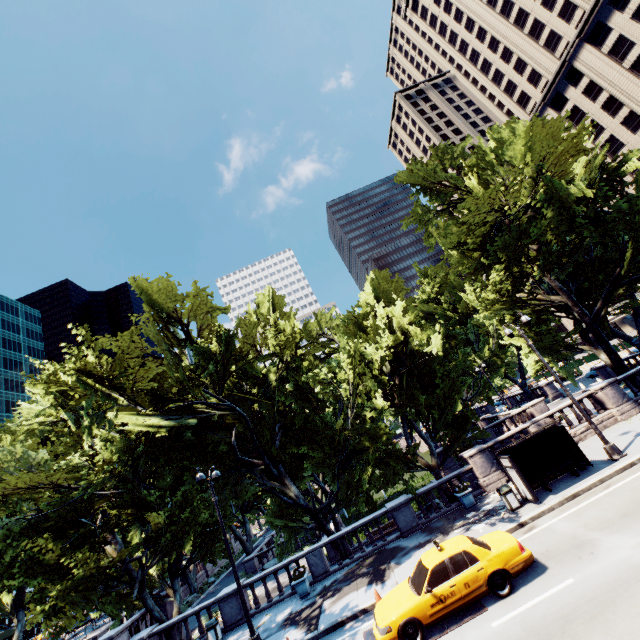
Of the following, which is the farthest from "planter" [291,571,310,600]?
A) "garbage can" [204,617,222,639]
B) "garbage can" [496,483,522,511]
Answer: "garbage can" [496,483,522,511]

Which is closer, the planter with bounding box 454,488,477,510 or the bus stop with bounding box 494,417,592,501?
the bus stop with bounding box 494,417,592,501

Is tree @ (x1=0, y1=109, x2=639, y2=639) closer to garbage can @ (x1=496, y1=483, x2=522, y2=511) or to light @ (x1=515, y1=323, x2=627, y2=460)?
light @ (x1=515, y1=323, x2=627, y2=460)

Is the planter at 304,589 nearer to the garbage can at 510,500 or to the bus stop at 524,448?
the garbage can at 510,500

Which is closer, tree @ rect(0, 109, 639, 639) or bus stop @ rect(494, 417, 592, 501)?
bus stop @ rect(494, 417, 592, 501)

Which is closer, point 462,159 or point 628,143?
point 462,159

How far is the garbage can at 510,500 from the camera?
14.19m

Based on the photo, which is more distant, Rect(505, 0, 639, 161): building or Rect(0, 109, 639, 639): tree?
Rect(505, 0, 639, 161): building
